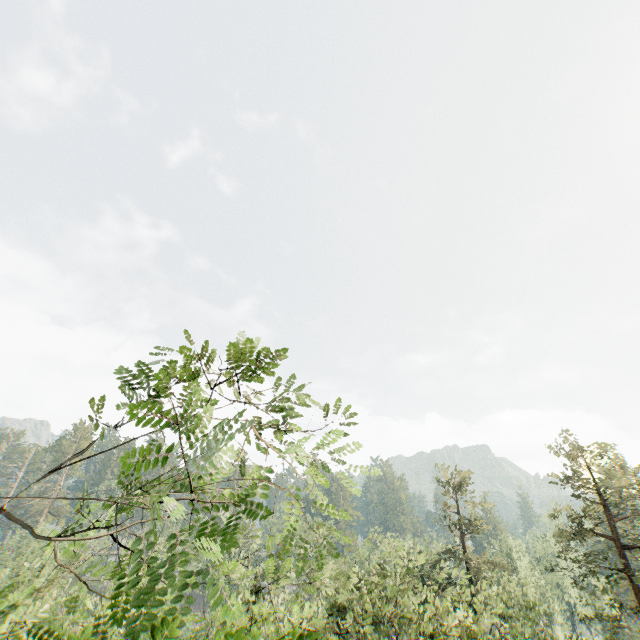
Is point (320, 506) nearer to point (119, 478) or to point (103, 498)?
point (103, 498)

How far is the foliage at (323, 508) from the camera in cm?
295

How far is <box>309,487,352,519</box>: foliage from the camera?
2.9 meters
